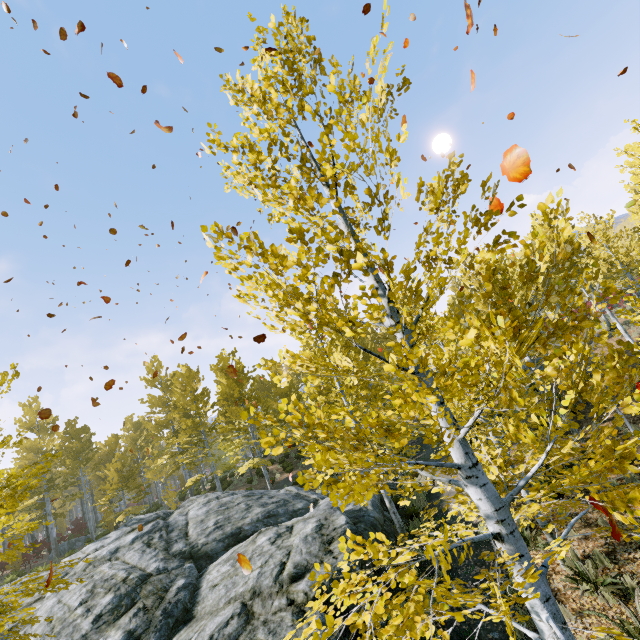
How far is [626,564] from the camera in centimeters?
703cm

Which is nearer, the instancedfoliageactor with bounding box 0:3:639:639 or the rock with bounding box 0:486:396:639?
the instancedfoliageactor with bounding box 0:3:639:639

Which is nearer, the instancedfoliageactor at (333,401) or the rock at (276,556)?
the instancedfoliageactor at (333,401)
